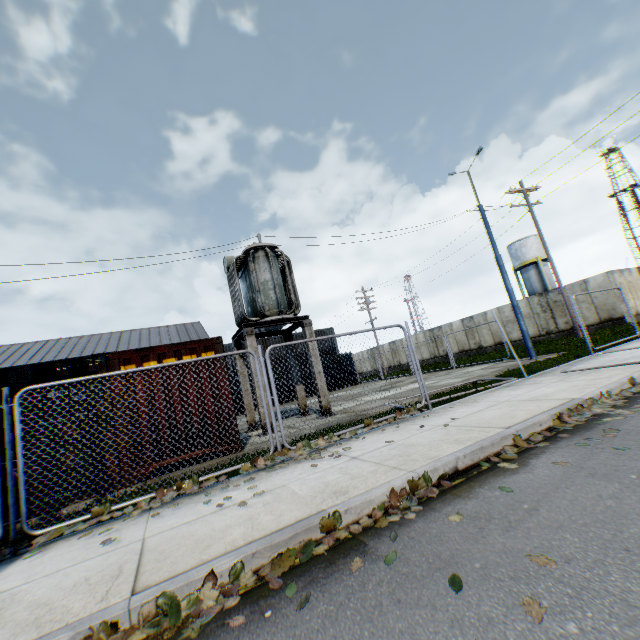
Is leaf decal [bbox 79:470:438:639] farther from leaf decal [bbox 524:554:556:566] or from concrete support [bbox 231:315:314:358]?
concrete support [bbox 231:315:314:358]

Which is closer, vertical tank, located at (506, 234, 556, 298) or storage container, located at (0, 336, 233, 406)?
storage container, located at (0, 336, 233, 406)

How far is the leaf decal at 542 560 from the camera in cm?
212

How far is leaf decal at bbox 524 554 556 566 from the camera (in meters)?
2.12

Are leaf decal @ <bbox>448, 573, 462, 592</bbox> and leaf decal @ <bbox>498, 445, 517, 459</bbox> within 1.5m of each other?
no

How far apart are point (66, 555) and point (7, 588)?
0.56m

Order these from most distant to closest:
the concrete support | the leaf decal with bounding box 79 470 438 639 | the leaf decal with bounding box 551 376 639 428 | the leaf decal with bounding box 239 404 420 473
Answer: the concrete support → the leaf decal with bounding box 239 404 420 473 → the leaf decal with bounding box 551 376 639 428 → the leaf decal with bounding box 79 470 438 639

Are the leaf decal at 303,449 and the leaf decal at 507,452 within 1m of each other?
no
